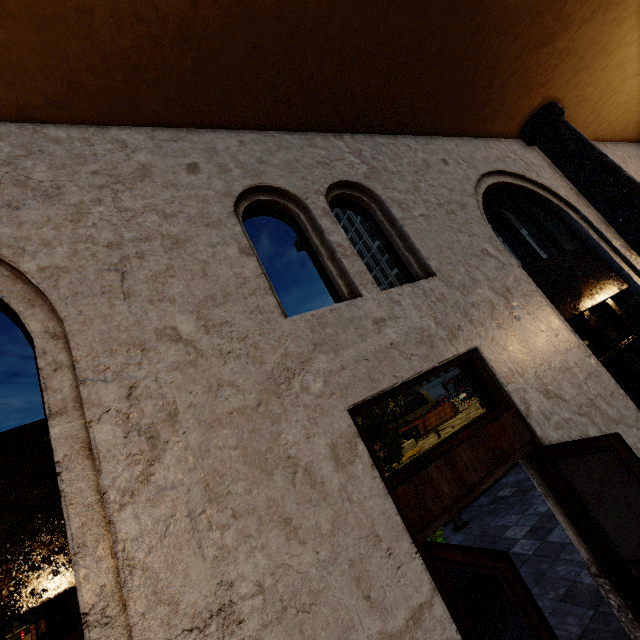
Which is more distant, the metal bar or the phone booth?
the phone booth

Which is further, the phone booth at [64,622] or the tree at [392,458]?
the phone booth at [64,622]

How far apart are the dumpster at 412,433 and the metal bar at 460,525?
17.6 meters

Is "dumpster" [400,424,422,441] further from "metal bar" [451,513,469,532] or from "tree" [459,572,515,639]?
"metal bar" [451,513,469,532]

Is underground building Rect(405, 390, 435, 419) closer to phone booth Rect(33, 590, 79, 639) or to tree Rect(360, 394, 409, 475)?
tree Rect(360, 394, 409, 475)

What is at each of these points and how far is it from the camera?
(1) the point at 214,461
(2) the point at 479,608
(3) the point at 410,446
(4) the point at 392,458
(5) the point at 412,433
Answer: (1) building, 2.1m
(2) tree, 4.7m
(3) cement barricade, 20.0m
(4) tree, 5.8m
(5) dumpster, 25.0m

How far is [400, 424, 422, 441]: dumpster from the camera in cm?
2486

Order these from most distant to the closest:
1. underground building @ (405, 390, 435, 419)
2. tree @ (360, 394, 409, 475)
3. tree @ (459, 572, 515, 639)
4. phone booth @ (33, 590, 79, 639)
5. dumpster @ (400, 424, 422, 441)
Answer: underground building @ (405, 390, 435, 419) < dumpster @ (400, 424, 422, 441) < phone booth @ (33, 590, 79, 639) < tree @ (360, 394, 409, 475) < tree @ (459, 572, 515, 639)
